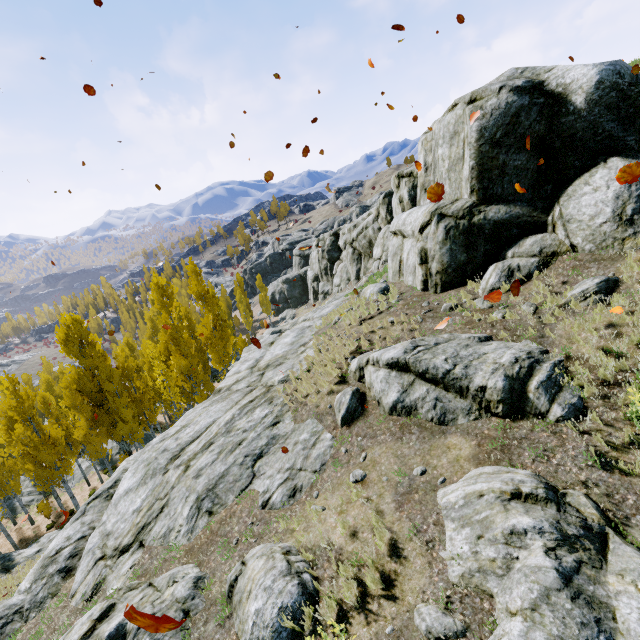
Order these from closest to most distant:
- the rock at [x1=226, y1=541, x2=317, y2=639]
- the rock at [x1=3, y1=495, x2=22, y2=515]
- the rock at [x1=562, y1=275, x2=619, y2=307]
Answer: the rock at [x1=226, y1=541, x2=317, y2=639] → the rock at [x1=562, y1=275, x2=619, y2=307] → the rock at [x1=3, y1=495, x2=22, y2=515]

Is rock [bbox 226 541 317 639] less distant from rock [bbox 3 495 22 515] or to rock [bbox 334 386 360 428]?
rock [bbox 334 386 360 428]

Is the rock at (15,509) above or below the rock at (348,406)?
below

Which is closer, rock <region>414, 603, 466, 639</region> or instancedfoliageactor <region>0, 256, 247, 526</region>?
rock <region>414, 603, 466, 639</region>

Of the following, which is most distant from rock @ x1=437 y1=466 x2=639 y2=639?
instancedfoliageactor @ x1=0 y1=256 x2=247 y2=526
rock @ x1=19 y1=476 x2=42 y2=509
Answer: rock @ x1=19 y1=476 x2=42 y2=509

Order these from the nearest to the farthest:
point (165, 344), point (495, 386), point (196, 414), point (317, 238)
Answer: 1. point (495, 386)
2. point (196, 414)
3. point (165, 344)
4. point (317, 238)

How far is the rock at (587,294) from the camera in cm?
759

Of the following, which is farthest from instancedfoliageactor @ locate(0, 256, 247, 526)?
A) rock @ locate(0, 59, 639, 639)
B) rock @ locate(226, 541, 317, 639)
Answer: rock @ locate(226, 541, 317, 639)
